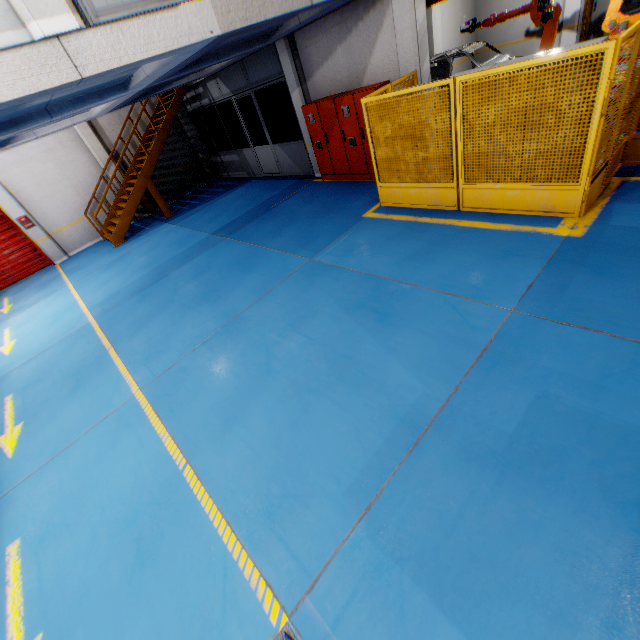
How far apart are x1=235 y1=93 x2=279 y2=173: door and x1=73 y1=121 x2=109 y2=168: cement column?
5.9m

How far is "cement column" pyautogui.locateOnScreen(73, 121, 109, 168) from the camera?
12.6 meters

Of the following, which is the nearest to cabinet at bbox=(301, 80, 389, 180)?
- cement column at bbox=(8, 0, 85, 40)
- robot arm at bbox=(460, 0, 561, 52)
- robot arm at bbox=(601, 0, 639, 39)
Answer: robot arm at bbox=(460, 0, 561, 52)

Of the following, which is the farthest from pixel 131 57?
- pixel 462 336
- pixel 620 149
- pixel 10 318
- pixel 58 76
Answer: pixel 10 318

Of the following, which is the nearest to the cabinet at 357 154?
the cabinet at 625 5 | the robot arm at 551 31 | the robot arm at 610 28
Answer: the robot arm at 551 31

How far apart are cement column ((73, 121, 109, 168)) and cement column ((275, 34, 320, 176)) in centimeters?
865cm

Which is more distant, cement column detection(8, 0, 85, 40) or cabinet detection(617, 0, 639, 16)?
cabinet detection(617, 0, 639, 16)

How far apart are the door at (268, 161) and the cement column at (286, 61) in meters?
2.3 m
